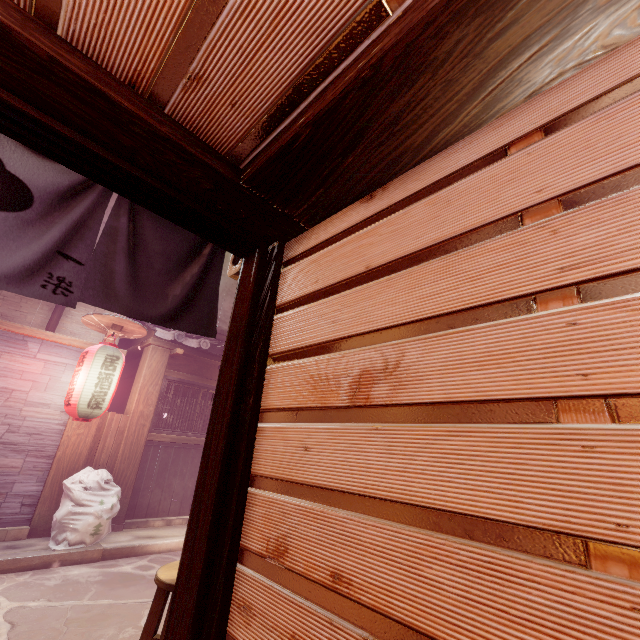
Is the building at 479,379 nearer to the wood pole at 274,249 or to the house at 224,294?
the wood pole at 274,249

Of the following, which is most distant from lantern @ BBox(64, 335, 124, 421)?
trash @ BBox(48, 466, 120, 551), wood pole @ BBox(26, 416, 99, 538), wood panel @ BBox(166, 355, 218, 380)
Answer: wood panel @ BBox(166, 355, 218, 380)

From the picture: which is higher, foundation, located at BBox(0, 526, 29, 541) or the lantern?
the lantern

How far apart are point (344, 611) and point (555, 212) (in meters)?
2.80

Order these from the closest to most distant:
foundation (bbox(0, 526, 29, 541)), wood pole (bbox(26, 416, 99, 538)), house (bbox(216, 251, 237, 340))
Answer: foundation (bbox(0, 526, 29, 541))
wood pole (bbox(26, 416, 99, 538))
house (bbox(216, 251, 237, 340))

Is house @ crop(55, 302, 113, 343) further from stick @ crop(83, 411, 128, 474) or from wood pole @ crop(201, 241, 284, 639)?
stick @ crop(83, 411, 128, 474)

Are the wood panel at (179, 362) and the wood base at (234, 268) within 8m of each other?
no

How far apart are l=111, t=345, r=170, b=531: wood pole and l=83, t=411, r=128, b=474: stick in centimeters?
1cm
